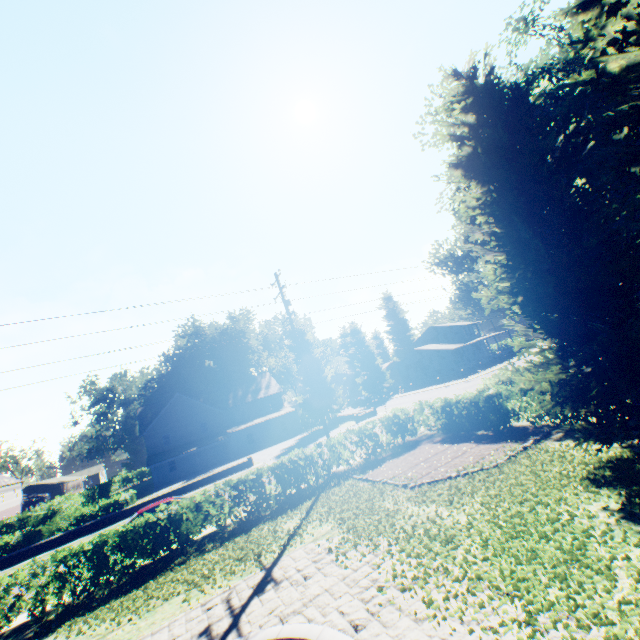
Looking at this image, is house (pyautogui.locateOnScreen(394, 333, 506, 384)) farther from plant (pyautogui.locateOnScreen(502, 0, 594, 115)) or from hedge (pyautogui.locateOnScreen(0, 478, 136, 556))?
hedge (pyautogui.locateOnScreen(0, 478, 136, 556))

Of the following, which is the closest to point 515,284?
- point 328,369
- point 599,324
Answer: point 599,324

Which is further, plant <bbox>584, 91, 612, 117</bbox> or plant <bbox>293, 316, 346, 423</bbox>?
plant <bbox>293, 316, 346, 423</bbox>

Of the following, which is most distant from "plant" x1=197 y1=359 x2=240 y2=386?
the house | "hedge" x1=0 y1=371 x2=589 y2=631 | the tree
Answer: "hedge" x1=0 y1=371 x2=589 y2=631

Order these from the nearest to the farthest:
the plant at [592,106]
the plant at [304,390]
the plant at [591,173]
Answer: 1. the plant at [592,106]
2. the plant at [591,173]
3. the plant at [304,390]

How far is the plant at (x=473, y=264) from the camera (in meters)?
26.31

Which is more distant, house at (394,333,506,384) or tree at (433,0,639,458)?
house at (394,333,506,384)
